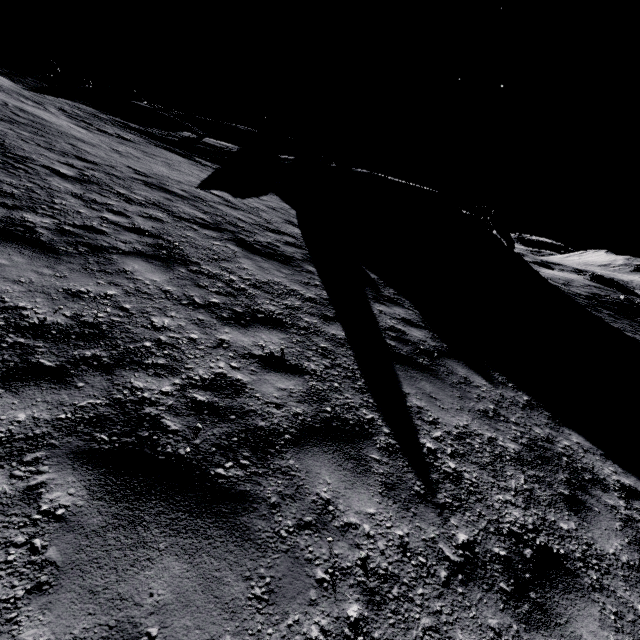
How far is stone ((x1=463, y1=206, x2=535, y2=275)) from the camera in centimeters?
2355cm

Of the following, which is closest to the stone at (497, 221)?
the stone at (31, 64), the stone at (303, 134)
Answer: the stone at (303, 134)

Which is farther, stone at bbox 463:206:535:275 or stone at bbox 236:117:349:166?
stone at bbox 236:117:349:166

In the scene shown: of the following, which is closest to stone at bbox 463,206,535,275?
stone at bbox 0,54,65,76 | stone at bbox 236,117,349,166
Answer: stone at bbox 236,117,349,166

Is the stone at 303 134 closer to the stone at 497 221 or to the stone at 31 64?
the stone at 31 64

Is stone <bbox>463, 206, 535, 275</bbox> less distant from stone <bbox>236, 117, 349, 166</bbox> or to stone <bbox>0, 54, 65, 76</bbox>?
stone <bbox>236, 117, 349, 166</bbox>

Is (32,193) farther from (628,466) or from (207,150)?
(207,150)
